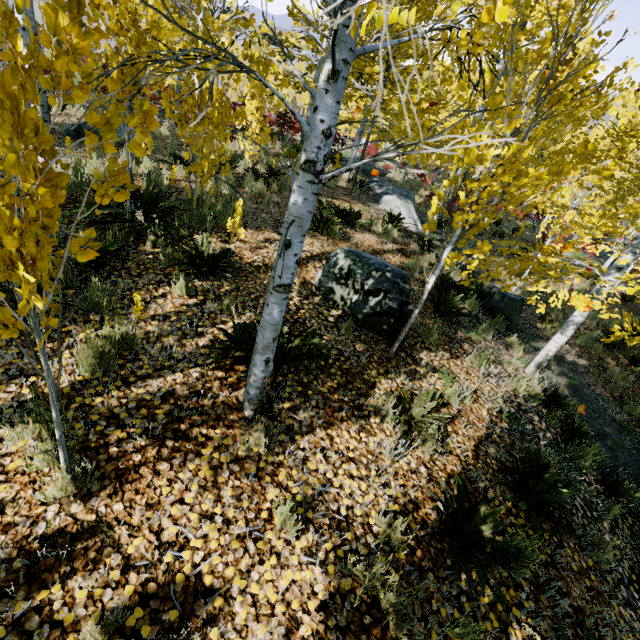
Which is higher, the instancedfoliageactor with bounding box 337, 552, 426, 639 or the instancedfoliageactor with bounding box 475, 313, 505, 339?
the instancedfoliageactor with bounding box 337, 552, 426, 639

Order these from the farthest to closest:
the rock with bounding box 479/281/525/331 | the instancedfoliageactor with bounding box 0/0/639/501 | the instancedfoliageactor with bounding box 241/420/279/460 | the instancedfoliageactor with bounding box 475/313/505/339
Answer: the rock with bounding box 479/281/525/331 < the instancedfoliageactor with bounding box 475/313/505/339 < the instancedfoliageactor with bounding box 241/420/279/460 < the instancedfoliageactor with bounding box 0/0/639/501

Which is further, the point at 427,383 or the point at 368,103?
the point at 368,103

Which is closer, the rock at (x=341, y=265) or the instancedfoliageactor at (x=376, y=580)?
the instancedfoliageactor at (x=376, y=580)

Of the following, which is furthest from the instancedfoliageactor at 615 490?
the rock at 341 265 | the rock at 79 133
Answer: the rock at 341 265

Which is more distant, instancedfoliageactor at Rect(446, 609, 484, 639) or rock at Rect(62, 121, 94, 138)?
rock at Rect(62, 121, 94, 138)

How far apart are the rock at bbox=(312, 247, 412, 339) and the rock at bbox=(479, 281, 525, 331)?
3.6 meters

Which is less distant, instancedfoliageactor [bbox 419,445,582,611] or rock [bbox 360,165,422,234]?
instancedfoliageactor [bbox 419,445,582,611]
